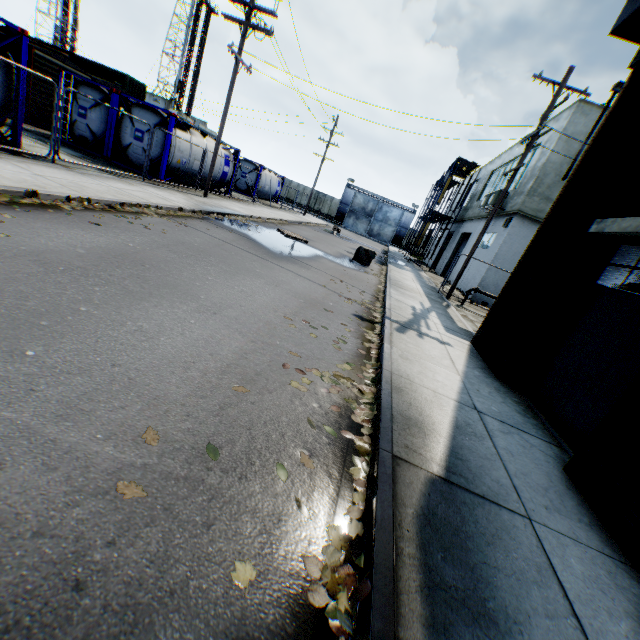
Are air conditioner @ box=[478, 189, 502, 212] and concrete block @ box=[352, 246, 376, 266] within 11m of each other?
yes

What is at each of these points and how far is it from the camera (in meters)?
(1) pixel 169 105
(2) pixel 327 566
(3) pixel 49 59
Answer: (1) landrig, 56.72
(2) leaf decal, 2.05
(3) train, 16.12

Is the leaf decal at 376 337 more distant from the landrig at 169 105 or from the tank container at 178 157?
the landrig at 169 105

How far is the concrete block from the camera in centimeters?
1638cm

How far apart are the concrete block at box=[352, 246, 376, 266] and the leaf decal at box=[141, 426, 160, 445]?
14.88m

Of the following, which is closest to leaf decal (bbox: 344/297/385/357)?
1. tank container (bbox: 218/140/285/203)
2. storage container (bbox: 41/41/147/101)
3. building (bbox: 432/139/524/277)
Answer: building (bbox: 432/139/524/277)

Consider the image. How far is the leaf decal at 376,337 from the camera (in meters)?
5.93

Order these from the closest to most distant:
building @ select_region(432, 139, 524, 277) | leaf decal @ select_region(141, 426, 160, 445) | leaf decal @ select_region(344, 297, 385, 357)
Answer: leaf decal @ select_region(141, 426, 160, 445) → leaf decal @ select_region(344, 297, 385, 357) → building @ select_region(432, 139, 524, 277)
